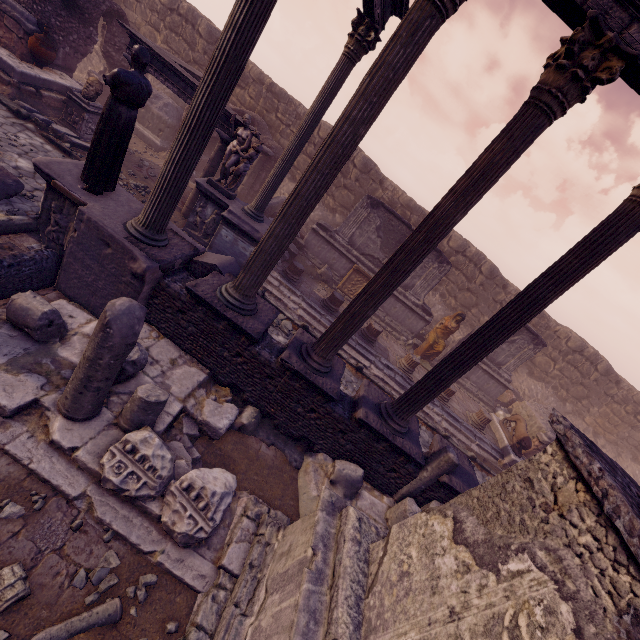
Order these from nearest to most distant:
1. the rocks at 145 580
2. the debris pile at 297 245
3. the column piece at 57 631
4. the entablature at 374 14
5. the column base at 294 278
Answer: the column piece at 57 631 < the rocks at 145 580 < the entablature at 374 14 < the column base at 294 278 < the debris pile at 297 245

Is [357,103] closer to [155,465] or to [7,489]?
[155,465]

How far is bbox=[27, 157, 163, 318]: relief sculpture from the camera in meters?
5.0

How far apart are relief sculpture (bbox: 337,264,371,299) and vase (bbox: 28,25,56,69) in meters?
12.0

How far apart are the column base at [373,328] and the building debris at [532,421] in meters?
6.8 m

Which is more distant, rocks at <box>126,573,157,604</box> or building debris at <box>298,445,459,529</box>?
building debris at <box>298,445,459,529</box>

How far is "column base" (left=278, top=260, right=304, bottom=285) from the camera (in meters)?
11.02

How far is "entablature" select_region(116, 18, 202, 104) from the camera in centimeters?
905cm
